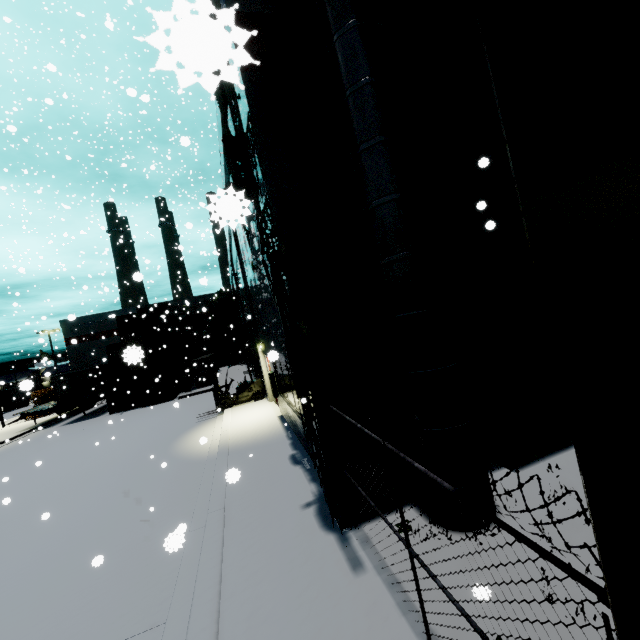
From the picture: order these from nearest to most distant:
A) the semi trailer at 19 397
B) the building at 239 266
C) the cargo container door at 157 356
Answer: the building at 239 266, the semi trailer at 19 397, the cargo container door at 157 356

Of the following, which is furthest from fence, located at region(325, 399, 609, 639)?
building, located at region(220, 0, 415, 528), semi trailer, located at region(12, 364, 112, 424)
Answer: semi trailer, located at region(12, 364, 112, 424)

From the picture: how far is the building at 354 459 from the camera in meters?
5.1

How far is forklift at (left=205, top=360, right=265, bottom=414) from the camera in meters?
16.2 m

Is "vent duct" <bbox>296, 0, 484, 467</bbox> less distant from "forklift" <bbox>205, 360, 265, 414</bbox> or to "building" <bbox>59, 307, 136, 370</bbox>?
"building" <bbox>59, 307, 136, 370</bbox>

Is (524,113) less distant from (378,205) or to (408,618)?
(378,205)

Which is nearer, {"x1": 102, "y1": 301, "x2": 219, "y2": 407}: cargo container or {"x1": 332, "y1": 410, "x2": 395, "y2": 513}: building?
{"x1": 332, "y1": 410, "x2": 395, "y2": 513}: building
